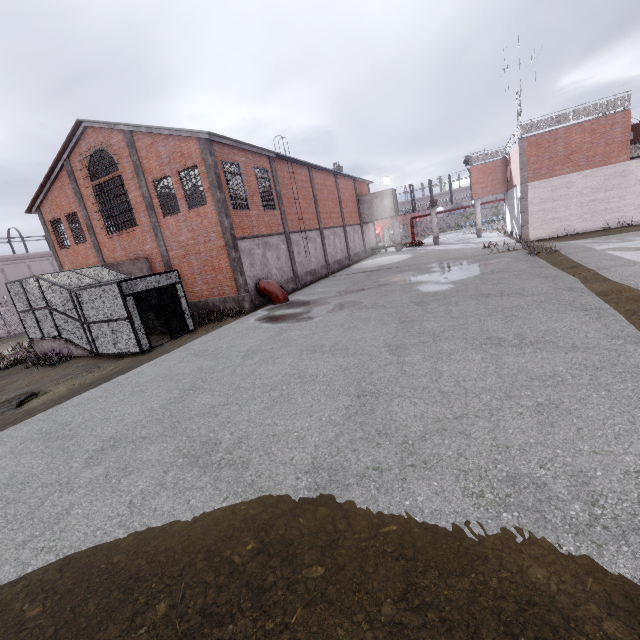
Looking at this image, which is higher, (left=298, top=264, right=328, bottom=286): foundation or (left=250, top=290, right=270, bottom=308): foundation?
(left=298, top=264, right=328, bottom=286): foundation

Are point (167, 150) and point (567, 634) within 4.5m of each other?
no

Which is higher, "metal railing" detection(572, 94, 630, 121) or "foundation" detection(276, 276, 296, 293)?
"metal railing" detection(572, 94, 630, 121)

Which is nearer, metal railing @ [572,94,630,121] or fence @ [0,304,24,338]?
metal railing @ [572,94,630,121]

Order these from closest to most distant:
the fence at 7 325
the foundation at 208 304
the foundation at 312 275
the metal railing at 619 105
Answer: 1. the foundation at 208 304
2. the metal railing at 619 105
3. the foundation at 312 275
4. the fence at 7 325

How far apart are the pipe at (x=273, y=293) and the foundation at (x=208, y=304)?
1.13m

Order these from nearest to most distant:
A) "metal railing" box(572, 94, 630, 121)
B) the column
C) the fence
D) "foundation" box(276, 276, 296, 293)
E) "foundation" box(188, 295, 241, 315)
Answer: the column, "foundation" box(188, 295, 241, 315), "metal railing" box(572, 94, 630, 121), "foundation" box(276, 276, 296, 293), the fence

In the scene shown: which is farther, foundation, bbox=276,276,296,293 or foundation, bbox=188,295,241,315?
foundation, bbox=276,276,296,293
